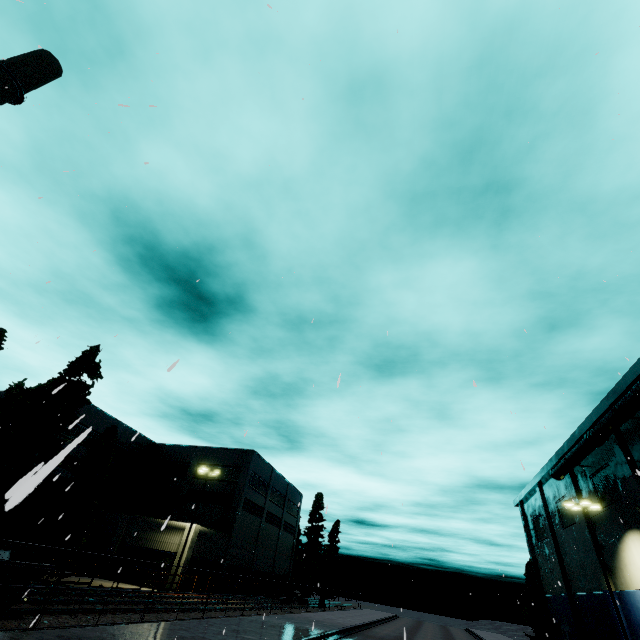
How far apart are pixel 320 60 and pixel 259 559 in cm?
5456

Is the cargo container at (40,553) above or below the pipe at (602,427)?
below

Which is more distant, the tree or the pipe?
the tree

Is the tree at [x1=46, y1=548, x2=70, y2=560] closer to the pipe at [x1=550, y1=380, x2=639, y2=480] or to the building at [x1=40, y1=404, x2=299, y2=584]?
the building at [x1=40, y1=404, x2=299, y2=584]

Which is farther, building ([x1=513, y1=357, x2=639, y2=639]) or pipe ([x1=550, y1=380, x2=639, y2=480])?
building ([x1=513, y1=357, x2=639, y2=639])

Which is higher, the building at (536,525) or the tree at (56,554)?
the building at (536,525)

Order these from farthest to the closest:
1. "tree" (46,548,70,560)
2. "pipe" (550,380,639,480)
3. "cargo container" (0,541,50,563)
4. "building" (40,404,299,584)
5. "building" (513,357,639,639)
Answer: "building" (40,404,299,584) → "building" (513,357,639,639) → "tree" (46,548,70,560) → "pipe" (550,380,639,480) → "cargo container" (0,541,50,563)

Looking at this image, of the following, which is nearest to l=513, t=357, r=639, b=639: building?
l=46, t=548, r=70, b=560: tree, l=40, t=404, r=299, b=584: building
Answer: l=40, t=404, r=299, b=584: building
